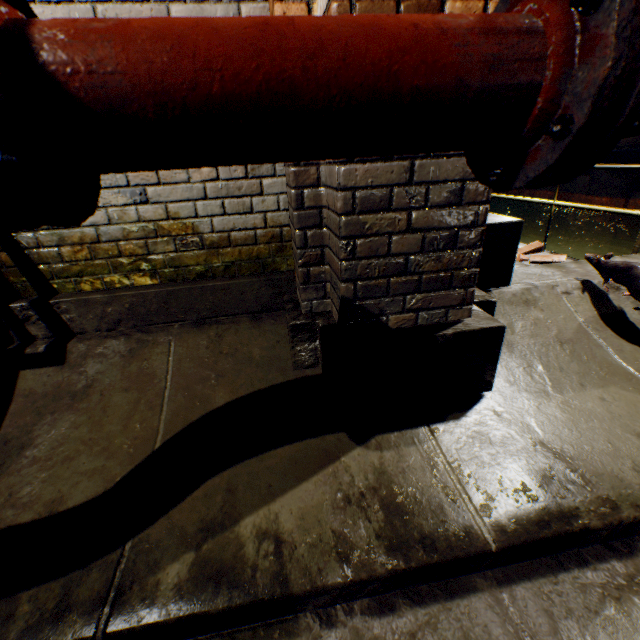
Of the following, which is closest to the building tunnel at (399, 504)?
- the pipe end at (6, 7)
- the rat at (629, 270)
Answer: the rat at (629, 270)

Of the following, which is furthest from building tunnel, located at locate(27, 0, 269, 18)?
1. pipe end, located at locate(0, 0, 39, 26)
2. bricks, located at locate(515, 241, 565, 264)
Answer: bricks, located at locate(515, 241, 565, 264)

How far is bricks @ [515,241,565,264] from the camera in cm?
334

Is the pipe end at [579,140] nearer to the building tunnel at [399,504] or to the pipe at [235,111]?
the pipe at [235,111]

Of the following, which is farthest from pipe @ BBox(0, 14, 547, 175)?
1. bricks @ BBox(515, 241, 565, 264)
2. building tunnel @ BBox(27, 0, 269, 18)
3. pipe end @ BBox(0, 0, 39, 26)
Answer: bricks @ BBox(515, 241, 565, 264)

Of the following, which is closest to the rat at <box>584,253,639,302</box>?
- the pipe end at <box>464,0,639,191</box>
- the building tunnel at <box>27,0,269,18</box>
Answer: the building tunnel at <box>27,0,269,18</box>

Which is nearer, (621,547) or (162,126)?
(162,126)

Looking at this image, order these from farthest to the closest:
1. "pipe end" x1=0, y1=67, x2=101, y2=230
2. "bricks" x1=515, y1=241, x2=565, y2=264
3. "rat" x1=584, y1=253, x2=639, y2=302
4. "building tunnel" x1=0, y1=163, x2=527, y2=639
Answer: "bricks" x1=515, y1=241, x2=565, y2=264 → "rat" x1=584, y1=253, x2=639, y2=302 → "building tunnel" x1=0, y1=163, x2=527, y2=639 → "pipe end" x1=0, y1=67, x2=101, y2=230
